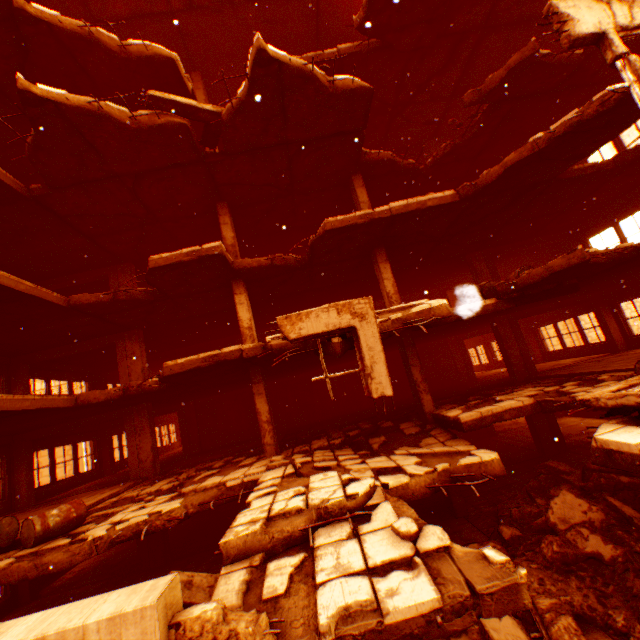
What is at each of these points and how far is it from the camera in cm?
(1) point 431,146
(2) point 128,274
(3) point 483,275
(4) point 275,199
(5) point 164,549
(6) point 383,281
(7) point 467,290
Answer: (1) pillar, 1545
(2) pillar, 1367
(3) pillar, 1396
(4) floor rubble, 1210
(5) pillar, 1134
(6) pillar, 1089
(7) metal barrel, 930

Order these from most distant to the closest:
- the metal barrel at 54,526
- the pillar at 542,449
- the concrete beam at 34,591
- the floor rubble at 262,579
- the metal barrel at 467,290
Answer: the pillar at 542,449
the concrete beam at 34,591
the metal barrel at 467,290
the metal barrel at 54,526
the floor rubble at 262,579

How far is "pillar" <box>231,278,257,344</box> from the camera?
10.4m

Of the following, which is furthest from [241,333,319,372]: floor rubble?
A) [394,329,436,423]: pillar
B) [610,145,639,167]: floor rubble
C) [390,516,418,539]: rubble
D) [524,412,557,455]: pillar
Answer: [524,412,557,455]: pillar

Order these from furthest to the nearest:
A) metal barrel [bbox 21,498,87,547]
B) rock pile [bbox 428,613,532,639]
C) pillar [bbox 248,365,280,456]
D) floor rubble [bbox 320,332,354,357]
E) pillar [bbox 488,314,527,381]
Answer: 1. pillar [bbox 488,314,527,381]
2. pillar [bbox 248,365,280,456]
3. metal barrel [bbox 21,498,87,547]
4. floor rubble [bbox 320,332,354,357]
5. rock pile [bbox 428,613,532,639]

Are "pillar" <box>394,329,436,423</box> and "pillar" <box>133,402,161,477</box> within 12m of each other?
yes

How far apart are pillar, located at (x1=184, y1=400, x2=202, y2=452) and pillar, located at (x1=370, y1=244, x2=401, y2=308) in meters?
11.9 m

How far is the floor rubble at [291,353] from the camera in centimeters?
629cm
